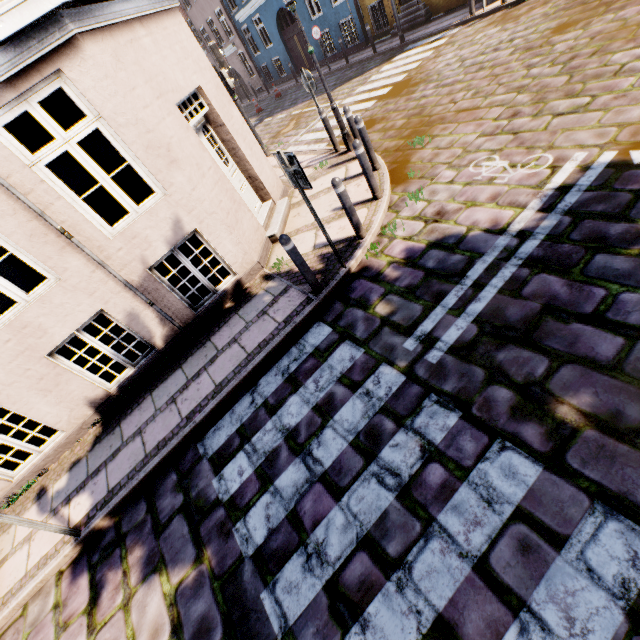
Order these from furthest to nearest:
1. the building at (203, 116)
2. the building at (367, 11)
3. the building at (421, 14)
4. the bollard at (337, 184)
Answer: the building at (367, 11)
the building at (421, 14)
the bollard at (337, 184)
the building at (203, 116)

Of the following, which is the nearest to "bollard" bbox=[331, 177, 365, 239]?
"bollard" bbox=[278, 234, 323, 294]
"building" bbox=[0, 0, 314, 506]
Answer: "bollard" bbox=[278, 234, 323, 294]

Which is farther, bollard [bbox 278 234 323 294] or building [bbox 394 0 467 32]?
building [bbox 394 0 467 32]

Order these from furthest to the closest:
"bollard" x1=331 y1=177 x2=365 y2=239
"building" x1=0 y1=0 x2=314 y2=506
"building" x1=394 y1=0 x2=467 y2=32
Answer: "building" x1=394 y1=0 x2=467 y2=32 → "bollard" x1=331 y1=177 x2=365 y2=239 → "building" x1=0 y1=0 x2=314 y2=506

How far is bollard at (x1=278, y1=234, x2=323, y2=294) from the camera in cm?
441

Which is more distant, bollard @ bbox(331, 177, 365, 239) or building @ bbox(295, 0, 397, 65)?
building @ bbox(295, 0, 397, 65)

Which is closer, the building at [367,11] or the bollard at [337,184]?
the bollard at [337,184]

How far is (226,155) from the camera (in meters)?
6.87
